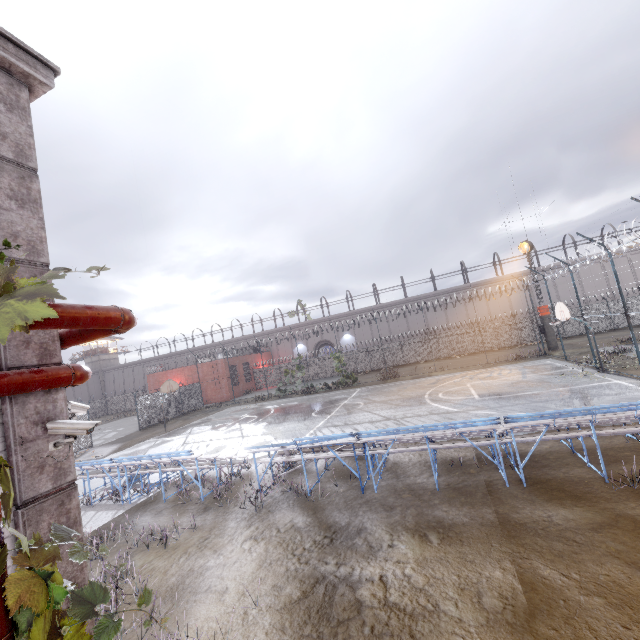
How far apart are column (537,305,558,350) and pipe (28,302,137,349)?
30.6 meters

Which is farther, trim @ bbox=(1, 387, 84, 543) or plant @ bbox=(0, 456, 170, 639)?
trim @ bbox=(1, 387, 84, 543)

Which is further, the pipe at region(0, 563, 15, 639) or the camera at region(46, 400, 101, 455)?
the camera at region(46, 400, 101, 455)

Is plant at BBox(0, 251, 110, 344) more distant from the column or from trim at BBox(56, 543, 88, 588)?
the column

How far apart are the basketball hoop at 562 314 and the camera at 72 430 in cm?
1848

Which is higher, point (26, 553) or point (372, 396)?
point (26, 553)

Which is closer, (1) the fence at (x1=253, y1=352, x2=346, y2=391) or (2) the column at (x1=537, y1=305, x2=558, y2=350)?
(2) the column at (x1=537, y1=305, x2=558, y2=350)

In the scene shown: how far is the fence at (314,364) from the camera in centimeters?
4000cm
